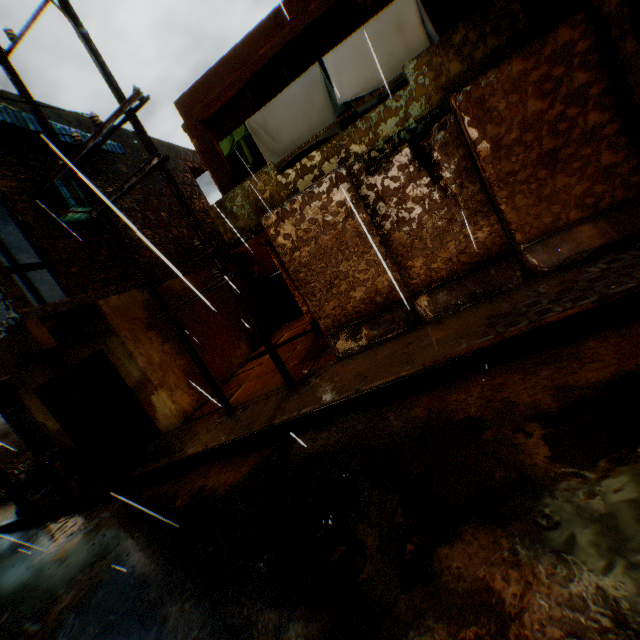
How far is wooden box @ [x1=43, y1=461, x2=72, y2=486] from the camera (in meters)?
9.47

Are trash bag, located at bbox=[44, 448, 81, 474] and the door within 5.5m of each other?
no

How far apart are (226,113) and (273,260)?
7.2 meters

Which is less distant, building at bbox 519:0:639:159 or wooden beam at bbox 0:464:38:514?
building at bbox 519:0:639:159

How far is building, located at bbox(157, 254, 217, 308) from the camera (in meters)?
10.11

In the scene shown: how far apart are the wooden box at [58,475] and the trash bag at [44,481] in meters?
0.1 m

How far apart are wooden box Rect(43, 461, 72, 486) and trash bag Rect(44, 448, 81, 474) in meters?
0.1 m

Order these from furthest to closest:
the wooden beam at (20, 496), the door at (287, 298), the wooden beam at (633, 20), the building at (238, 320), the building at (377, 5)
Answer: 1. the door at (287, 298)
2. the building at (238, 320)
3. the wooden beam at (20, 496)
4. the building at (377, 5)
5. the wooden beam at (633, 20)
